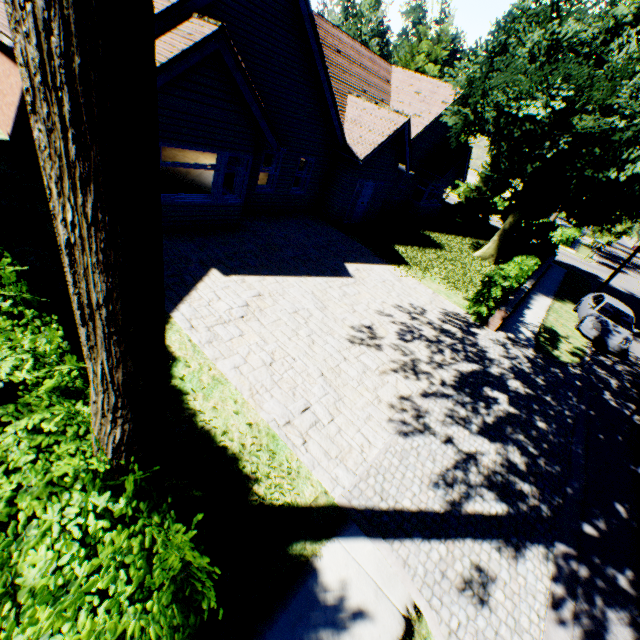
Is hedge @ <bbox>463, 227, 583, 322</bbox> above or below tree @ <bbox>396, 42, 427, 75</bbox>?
below

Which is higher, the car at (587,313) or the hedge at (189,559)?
the hedge at (189,559)

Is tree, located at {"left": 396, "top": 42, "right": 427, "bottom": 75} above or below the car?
above

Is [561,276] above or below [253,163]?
below

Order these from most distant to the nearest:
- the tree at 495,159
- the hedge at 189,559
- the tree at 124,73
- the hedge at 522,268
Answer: the tree at 495,159, the hedge at 522,268, the hedge at 189,559, the tree at 124,73

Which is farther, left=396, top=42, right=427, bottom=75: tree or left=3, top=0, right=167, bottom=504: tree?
left=396, top=42, right=427, bottom=75: tree
